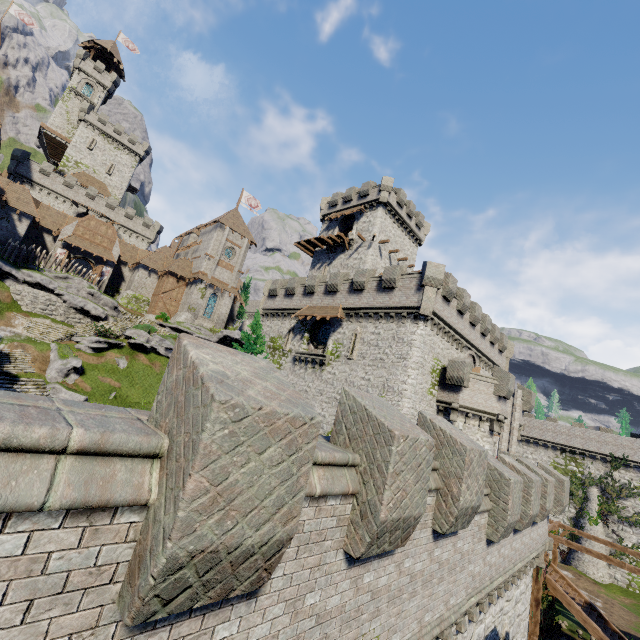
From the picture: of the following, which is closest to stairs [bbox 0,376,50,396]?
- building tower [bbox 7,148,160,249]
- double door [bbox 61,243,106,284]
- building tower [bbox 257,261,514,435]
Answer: building tower [bbox 257,261,514,435]

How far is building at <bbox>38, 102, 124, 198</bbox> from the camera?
55.2 meters

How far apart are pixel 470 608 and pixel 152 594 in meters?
10.4

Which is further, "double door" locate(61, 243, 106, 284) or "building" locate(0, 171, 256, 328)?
"double door" locate(61, 243, 106, 284)

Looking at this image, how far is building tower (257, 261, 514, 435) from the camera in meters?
23.1 m

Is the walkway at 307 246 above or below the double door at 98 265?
above

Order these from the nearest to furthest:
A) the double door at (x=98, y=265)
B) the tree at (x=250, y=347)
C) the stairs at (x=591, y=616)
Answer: the stairs at (x=591, y=616) → the tree at (x=250, y=347) → the double door at (x=98, y=265)

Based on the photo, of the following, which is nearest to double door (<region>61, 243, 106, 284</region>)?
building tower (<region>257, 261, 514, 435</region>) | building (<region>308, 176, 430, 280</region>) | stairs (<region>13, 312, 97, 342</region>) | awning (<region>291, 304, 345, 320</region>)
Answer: stairs (<region>13, 312, 97, 342</region>)
